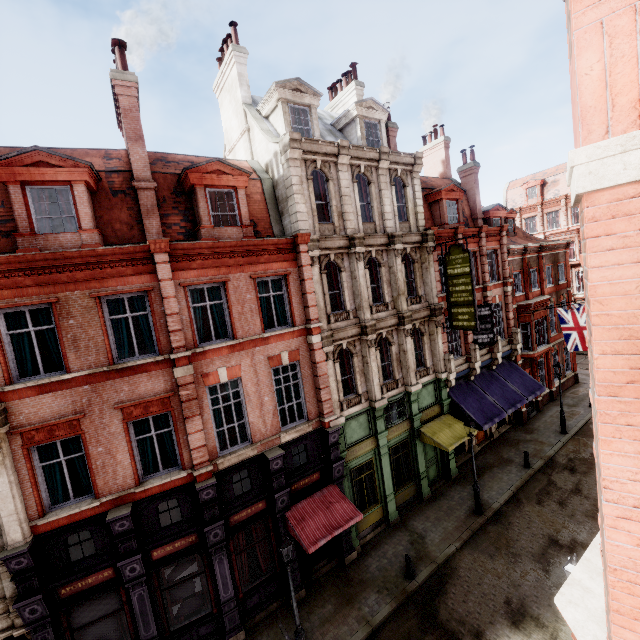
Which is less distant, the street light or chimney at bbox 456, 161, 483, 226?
the street light

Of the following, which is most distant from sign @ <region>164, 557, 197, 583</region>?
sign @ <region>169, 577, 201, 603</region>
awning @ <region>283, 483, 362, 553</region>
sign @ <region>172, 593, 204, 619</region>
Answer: awning @ <region>283, 483, 362, 553</region>

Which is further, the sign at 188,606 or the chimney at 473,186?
the chimney at 473,186

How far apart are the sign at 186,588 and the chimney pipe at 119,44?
17.8 meters

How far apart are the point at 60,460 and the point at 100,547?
3.4 meters

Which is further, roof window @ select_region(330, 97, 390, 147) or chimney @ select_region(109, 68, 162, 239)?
roof window @ select_region(330, 97, 390, 147)

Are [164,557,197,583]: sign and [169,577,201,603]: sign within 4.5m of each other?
yes

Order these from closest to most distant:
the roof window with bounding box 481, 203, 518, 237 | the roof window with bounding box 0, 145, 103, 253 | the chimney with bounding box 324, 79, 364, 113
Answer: the roof window with bounding box 0, 145, 103, 253 → the chimney with bounding box 324, 79, 364, 113 → the roof window with bounding box 481, 203, 518, 237
